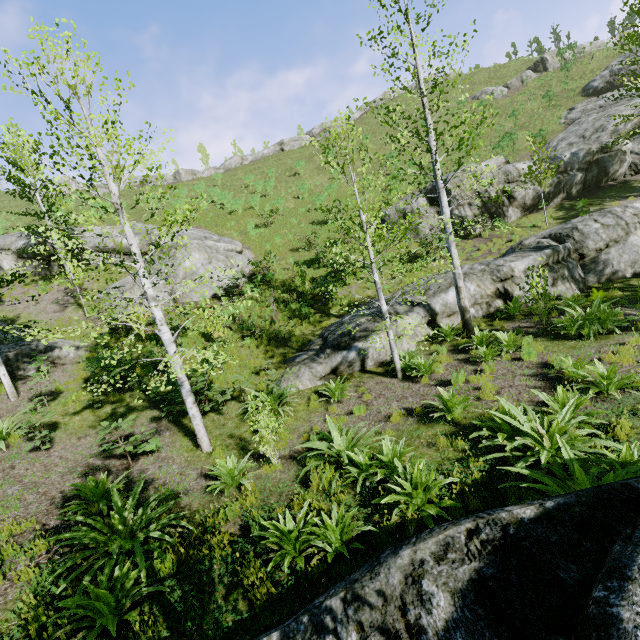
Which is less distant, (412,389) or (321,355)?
(412,389)

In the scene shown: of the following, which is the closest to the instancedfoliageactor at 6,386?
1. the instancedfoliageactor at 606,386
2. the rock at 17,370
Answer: the rock at 17,370

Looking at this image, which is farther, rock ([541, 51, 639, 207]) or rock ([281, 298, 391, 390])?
rock ([541, 51, 639, 207])

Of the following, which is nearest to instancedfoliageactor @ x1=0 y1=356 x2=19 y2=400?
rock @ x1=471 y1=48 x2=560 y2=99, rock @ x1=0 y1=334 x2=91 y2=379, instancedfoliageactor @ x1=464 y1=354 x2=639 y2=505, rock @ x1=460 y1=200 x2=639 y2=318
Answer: rock @ x1=0 y1=334 x2=91 y2=379

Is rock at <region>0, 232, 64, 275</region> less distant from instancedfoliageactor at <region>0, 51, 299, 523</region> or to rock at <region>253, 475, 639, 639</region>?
instancedfoliageactor at <region>0, 51, 299, 523</region>

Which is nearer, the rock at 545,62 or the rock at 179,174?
the rock at 545,62

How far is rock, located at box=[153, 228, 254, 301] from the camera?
18.8m

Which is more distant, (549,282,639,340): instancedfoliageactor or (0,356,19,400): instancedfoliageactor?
(0,356,19,400): instancedfoliageactor
